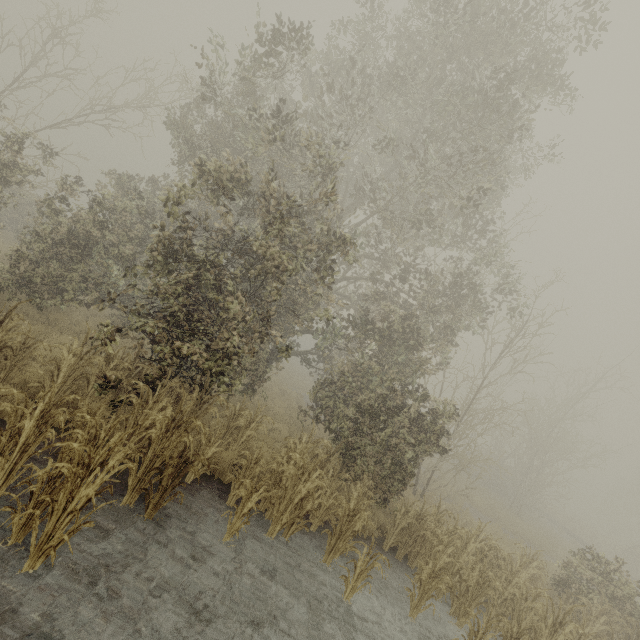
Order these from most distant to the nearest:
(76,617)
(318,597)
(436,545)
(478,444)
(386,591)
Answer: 1. (478,444)
2. (436,545)
3. (386,591)
4. (318,597)
5. (76,617)
